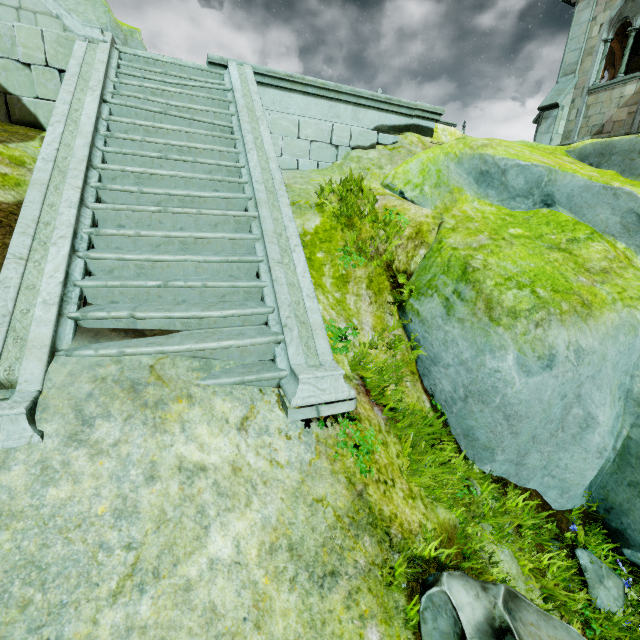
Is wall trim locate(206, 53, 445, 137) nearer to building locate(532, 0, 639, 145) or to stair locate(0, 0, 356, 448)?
stair locate(0, 0, 356, 448)

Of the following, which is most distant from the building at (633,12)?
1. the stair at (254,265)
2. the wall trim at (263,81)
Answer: the stair at (254,265)

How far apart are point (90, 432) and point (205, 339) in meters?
1.2

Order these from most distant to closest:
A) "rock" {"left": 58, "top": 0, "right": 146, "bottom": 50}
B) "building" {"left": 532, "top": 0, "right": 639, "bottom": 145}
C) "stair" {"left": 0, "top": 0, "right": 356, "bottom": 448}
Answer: "building" {"left": 532, "top": 0, "right": 639, "bottom": 145}
"rock" {"left": 58, "top": 0, "right": 146, "bottom": 50}
"stair" {"left": 0, "top": 0, "right": 356, "bottom": 448}

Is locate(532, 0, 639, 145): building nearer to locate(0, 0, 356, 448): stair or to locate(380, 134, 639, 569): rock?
locate(380, 134, 639, 569): rock

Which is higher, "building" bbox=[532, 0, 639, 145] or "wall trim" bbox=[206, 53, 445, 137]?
"building" bbox=[532, 0, 639, 145]

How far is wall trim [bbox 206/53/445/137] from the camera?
7.2m
